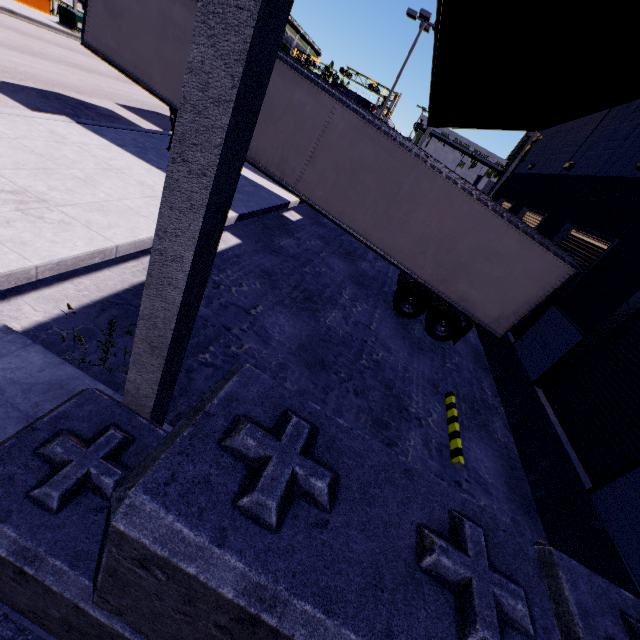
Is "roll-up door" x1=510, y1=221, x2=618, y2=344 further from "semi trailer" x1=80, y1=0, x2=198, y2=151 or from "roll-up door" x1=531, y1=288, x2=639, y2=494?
"roll-up door" x1=531, y1=288, x2=639, y2=494

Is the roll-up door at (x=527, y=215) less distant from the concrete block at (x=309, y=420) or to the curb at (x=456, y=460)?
the curb at (x=456, y=460)

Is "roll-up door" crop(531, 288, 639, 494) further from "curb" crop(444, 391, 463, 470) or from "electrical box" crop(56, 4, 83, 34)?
"electrical box" crop(56, 4, 83, 34)

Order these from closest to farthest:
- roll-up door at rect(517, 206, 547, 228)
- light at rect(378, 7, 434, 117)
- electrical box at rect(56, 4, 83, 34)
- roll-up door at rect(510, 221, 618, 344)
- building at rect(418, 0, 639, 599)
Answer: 1. building at rect(418, 0, 639, 599)
2. roll-up door at rect(510, 221, 618, 344)
3. roll-up door at rect(517, 206, 547, 228)
4. light at rect(378, 7, 434, 117)
5. electrical box at rect(56, 4, 83, 34)

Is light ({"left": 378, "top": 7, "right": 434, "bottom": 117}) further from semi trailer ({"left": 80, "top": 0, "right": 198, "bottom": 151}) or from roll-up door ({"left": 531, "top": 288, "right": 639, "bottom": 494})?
roll-up door ({"left": 531, "top": 288, "right": 639, "bottom": 494})

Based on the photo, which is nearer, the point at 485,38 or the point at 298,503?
the point at 298,503

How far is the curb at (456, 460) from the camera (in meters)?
6.05

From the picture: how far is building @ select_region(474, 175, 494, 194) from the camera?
53.97m
